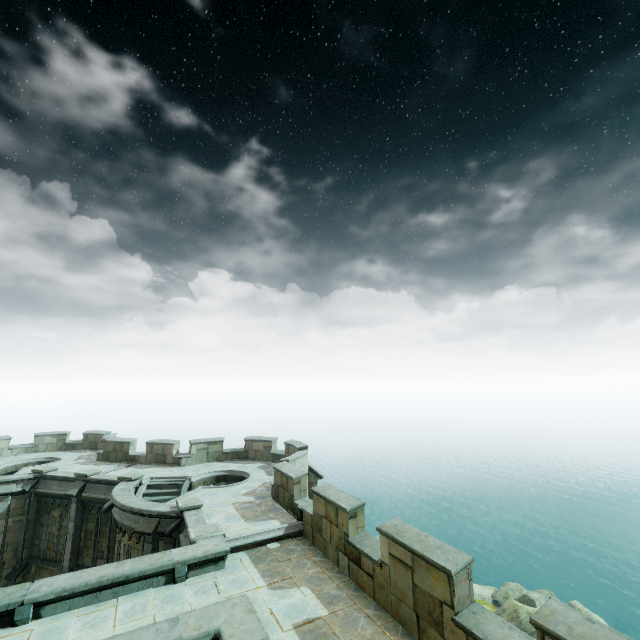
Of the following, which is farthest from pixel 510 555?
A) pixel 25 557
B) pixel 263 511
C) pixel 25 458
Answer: pixel 25 458

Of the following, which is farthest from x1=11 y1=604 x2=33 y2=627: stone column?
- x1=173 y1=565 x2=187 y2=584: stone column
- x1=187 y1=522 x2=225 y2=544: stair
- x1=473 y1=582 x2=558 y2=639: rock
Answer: x1=473 y1=582 x2=558 y2=639: rock

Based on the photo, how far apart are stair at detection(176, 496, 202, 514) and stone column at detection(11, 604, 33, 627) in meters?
5.3

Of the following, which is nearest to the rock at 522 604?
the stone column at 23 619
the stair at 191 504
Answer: the stair at 191 504

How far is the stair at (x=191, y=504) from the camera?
12.8 meters

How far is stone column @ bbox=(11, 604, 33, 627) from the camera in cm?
741

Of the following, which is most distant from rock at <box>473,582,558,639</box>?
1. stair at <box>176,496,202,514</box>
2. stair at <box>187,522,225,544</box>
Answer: stair at <box>176,496,202,514</box>

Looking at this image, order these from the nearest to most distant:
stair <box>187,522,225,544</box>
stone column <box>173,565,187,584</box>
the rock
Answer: stone column <box>173,565,187,584</box> → stair <box>187,522,225,544</box> → the rock
